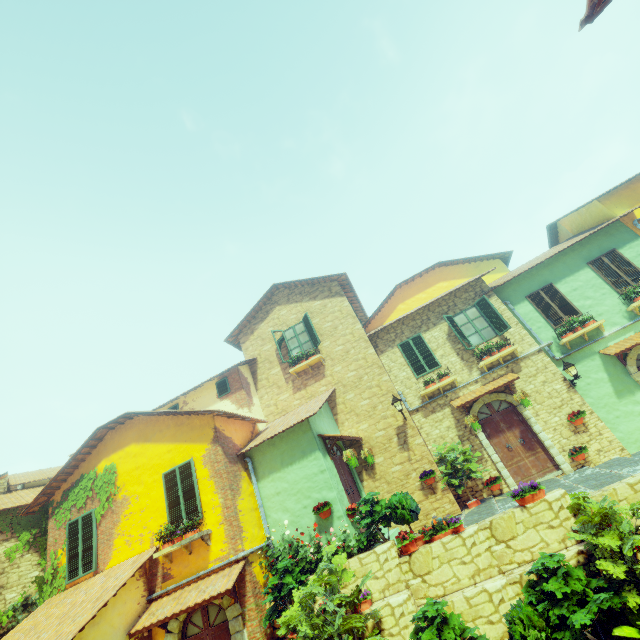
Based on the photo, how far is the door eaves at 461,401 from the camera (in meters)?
11.34

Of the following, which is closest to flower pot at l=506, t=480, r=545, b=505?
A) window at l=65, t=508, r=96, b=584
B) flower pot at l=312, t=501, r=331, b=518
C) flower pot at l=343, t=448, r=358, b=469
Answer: flower pot at l=343, t=448, r=358, b=469

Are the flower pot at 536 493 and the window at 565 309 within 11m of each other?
yes

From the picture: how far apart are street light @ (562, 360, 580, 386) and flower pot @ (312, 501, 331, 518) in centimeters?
919cm

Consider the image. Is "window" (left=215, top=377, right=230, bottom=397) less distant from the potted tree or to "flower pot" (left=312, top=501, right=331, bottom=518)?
"flower pot" (left=312, top=501, right=331, bottom=518)

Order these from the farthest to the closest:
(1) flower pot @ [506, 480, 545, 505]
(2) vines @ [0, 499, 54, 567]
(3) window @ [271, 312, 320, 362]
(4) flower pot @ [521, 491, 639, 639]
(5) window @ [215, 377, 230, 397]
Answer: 1. (3) window @ [271, 312, 320, 362]
2. (5) window @ [215, 377, 230, 397]
3. (2) vines @ [0, 499, 54, 567]
4. (1) flower pot @ [506, 480, 545, 505]
5. (4) flower pot @ [521, 491, 639, 639]

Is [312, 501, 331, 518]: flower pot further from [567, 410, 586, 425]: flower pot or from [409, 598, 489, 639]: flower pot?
[567, 410, 586, 425]: flower pot

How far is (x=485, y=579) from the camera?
6.82m
